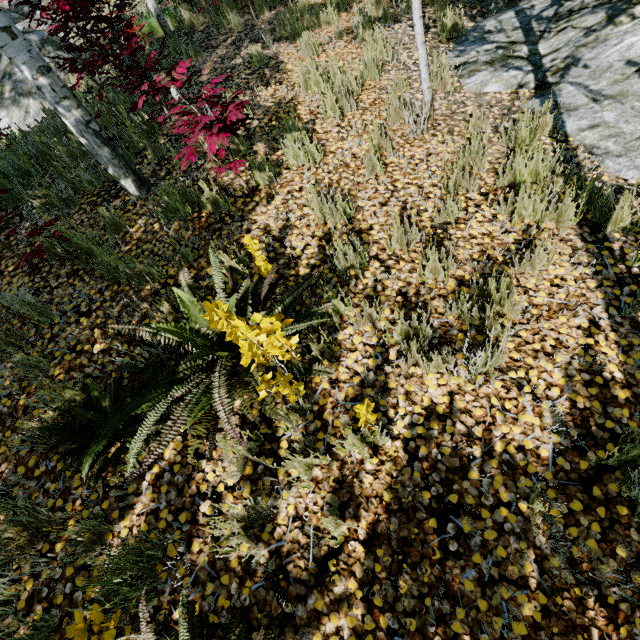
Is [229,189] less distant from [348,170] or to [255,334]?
[348,170]

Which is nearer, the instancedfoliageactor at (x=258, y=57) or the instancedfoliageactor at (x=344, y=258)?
the instancedfoliageactor at (x=344, y=258)

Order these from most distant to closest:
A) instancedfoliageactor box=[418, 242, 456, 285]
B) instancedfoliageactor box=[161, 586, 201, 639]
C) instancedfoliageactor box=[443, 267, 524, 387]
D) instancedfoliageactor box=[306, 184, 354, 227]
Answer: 1. instancedfoliageactor box=[306, 184, 354, 227]
2. instancedfoliageactor box=[418, 242, 456, 285]
3. instancedfoliageactor box=[443, 267, 524, 387]
4. instancedfoliageactor box=[161, 586, 201, 639]

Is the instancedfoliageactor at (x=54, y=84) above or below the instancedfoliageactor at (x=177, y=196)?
above

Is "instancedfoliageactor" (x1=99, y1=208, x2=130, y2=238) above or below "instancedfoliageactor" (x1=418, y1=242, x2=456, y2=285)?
above

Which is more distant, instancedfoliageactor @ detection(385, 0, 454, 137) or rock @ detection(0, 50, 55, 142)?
rock @ detection(0, 50, 55, 142)

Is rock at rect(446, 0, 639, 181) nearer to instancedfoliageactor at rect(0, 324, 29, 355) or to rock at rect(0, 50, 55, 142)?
instancedfoliageactor at rect(0, 324, 29, 355)

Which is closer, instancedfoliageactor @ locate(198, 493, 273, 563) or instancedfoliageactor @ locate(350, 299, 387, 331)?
instancedfoliageactor @ locate(198, 493, 273, 563)
